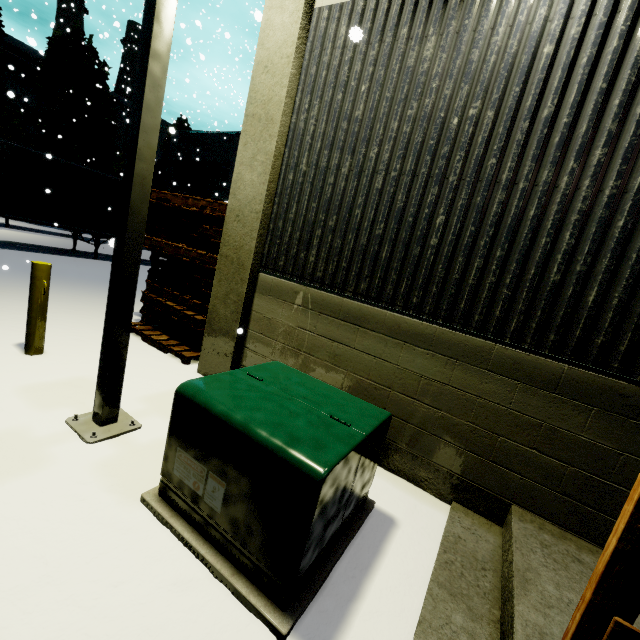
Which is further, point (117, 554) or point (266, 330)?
point (266, 330)

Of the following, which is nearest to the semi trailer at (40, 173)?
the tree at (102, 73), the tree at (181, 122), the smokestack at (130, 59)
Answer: the tree at (102, 73)

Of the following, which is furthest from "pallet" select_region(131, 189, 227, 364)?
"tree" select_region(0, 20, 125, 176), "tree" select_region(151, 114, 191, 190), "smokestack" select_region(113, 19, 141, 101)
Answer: "smokestack" select_region(113, 19, 141, 101)

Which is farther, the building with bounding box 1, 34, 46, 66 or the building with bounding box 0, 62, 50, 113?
the building with bounding box 0, 62, 50, 113

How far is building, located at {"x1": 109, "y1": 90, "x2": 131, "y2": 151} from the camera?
39.5 meters

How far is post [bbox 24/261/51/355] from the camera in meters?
4.3

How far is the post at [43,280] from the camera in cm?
429

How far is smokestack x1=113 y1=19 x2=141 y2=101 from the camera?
44.8 meters
